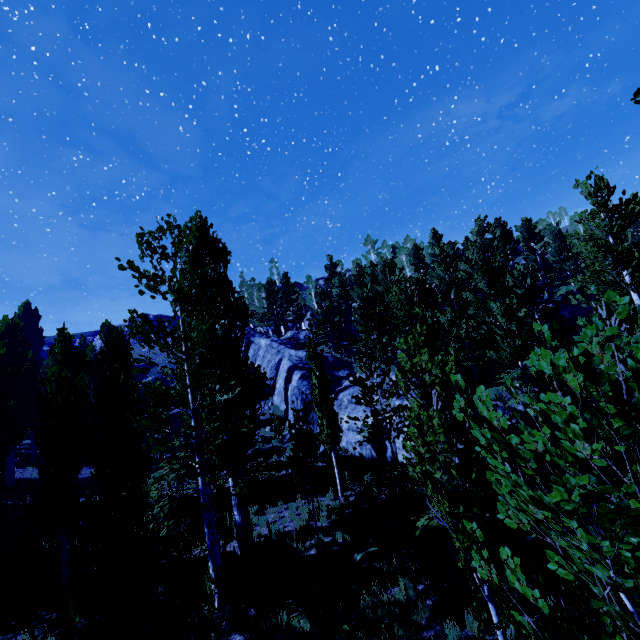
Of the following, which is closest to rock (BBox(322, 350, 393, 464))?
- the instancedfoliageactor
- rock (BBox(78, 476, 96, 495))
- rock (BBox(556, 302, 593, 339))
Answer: the instancedfoliageactor

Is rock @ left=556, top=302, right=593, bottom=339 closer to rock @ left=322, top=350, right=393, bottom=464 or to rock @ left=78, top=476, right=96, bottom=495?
rock @ left=322, top=350, right=393, bottom=464

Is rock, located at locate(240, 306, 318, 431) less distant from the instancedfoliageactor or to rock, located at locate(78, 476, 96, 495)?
the instancedfoliageactor

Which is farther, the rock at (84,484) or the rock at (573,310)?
the rock at (573,310)

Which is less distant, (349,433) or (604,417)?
(604,417)

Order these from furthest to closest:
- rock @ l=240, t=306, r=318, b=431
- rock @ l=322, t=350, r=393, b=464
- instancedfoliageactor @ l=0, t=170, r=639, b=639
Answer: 1. rock @ l=240, t=306, r=318, b=431
2. rock @ l=322, t=350, r=393, b=464
3. instancedfoliageactor @ l=0, t=170, r=639, b=639

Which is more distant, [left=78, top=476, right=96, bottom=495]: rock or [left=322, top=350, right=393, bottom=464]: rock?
[left=78, top=476, right=96, bottom=495]: rock

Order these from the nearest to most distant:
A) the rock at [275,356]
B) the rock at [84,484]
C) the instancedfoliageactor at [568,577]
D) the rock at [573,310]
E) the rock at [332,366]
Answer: the instancedfoliageactor at [568,577]
the rock at [332,366]
the rock at [84,484]
the rock at [573,310]
the rock at [275,356]
